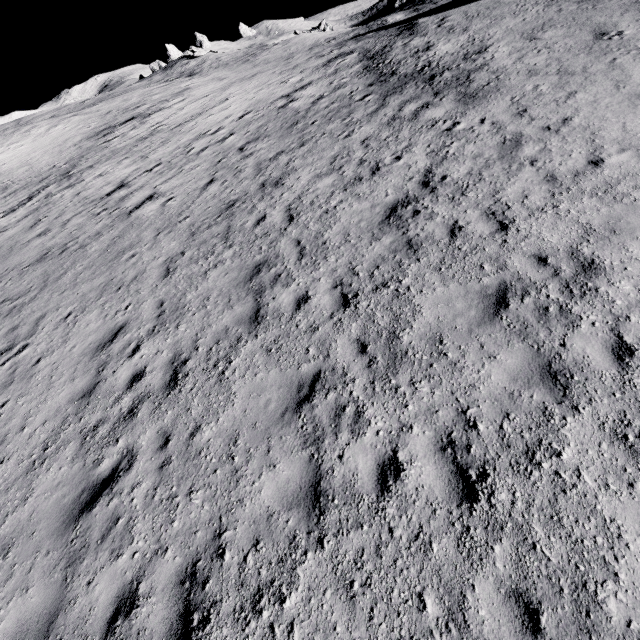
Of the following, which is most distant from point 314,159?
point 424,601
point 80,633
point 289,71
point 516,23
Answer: point 289,71
